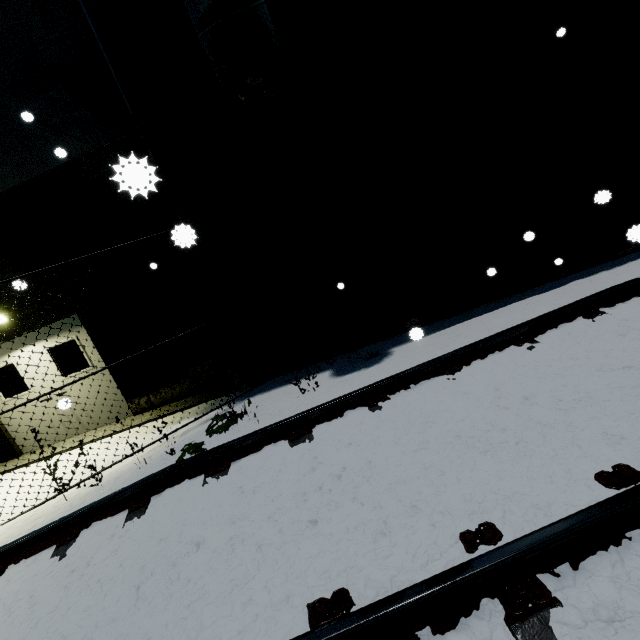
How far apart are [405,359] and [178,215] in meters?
4.5

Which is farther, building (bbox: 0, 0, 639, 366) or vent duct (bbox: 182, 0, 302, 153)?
building (bbox: 0, 0, 639, 366)

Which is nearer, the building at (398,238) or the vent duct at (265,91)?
the vent duct at (265,91)
